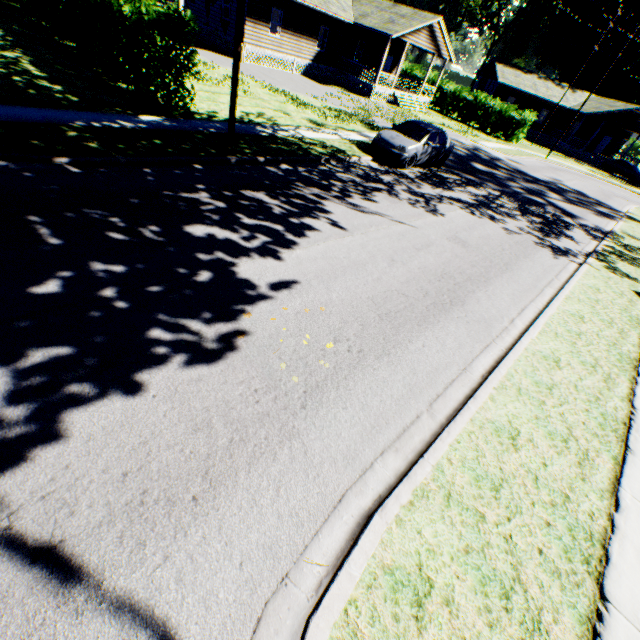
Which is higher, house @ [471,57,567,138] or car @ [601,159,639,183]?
house @ [471,57,567,138]

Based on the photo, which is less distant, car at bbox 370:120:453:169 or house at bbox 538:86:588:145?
car at bbox 370:120:453:169

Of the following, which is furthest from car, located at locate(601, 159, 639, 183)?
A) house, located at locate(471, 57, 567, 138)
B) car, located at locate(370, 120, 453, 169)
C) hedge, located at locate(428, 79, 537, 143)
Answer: car, located at locate(370, 120, 453, 169)

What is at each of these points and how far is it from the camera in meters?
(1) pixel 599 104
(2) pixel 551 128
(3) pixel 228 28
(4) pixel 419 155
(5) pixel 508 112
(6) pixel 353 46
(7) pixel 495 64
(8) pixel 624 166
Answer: (1) house, 41.0
(2) house, 44.2
(3) house, 24.0
(4) car, 14.1
(5) hedge, 32.9
(6) house, 29.6
(7) house, 42.9
(8) car, 37.8

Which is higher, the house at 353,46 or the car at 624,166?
the house at 353,46

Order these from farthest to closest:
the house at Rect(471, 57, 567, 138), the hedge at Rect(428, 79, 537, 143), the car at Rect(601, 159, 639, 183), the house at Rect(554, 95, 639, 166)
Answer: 1. the house at Rect(471, 57, 567, 138)
2. the house at Rect(554, 95, 639, 166)
3. the car at Rect(601, 159, 639, 183)
4. the hedge at Rect(428, 79, 537, 143)

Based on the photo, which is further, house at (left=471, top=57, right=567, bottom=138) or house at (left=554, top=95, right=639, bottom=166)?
house at (left=471, top=57, right=567, bottom=138)

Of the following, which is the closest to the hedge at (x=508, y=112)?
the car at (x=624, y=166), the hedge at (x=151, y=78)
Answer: the car at (x=624, y=166)
